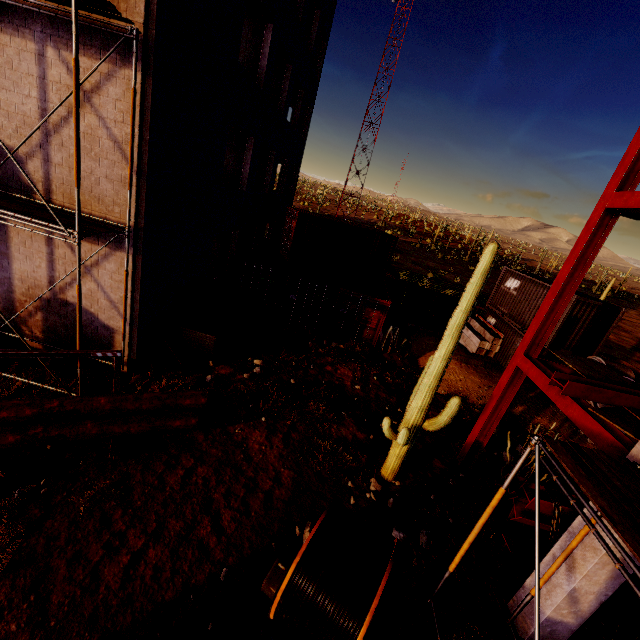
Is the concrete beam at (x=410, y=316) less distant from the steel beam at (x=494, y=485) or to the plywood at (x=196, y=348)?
the plywood at (x=196, y=348)

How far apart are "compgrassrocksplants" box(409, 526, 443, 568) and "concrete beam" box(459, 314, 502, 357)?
12.43m

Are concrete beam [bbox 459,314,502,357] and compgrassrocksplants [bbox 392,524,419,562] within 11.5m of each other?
no

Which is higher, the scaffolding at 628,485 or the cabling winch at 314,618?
the scaffolding at 628,485

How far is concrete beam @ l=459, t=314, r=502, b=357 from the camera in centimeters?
1764cm

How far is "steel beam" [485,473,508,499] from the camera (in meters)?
8.60

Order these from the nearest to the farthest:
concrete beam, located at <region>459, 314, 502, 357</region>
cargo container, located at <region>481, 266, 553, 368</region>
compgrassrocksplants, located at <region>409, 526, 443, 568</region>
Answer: compgrassrocksplants, located at <region>409, 526, 443, 568</region>, cargo container, located at <region>481, 266, 553, 368</region>, concrete beam, located at <region>459, 314, 502, 357</region>

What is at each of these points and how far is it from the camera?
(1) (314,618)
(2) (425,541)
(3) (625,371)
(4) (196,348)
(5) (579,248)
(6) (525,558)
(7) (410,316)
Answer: (1) cabling winch, 4.1m
(2) compgrassrocksplants, 7.0m
(3) concrete pipe, 12.9m
(4) plywood, 11.2m
(5) steel beam, 7.3m
(6) steel beam, 7.2m
(7) concrete beam, 20.6m
